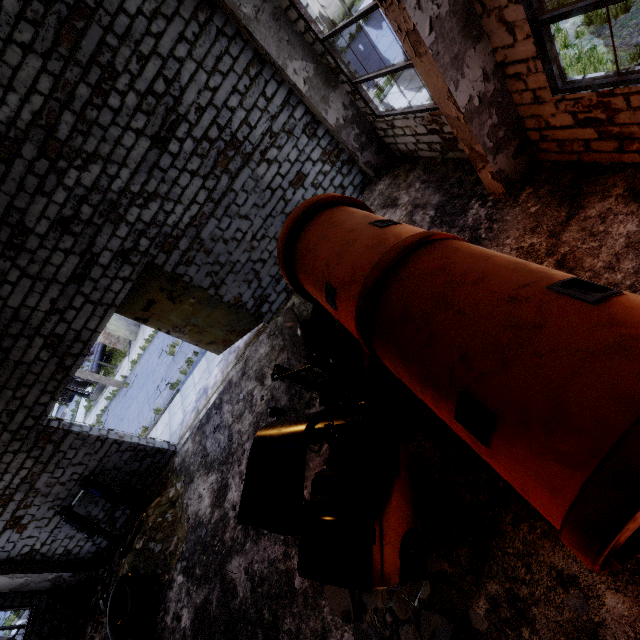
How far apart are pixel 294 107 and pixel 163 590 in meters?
12.8 m

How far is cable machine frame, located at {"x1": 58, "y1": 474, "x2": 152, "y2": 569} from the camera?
9.7 meters

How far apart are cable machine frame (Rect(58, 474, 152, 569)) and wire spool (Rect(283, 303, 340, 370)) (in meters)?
7.16

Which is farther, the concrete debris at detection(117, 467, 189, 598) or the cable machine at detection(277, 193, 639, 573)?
the concrete debris at detection(117, 467, 189, 598)

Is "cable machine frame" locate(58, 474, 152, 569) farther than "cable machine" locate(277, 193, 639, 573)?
Yes

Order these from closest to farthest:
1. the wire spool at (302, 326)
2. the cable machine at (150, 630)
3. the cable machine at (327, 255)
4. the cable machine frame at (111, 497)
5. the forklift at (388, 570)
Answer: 1. the cable machine at (327, 255)
2. the forklift at (388, 570)
3. the wire spool at (302, 326)
4. the cable machine at (150, 630)
5. the cable machine frame at (111, 497)

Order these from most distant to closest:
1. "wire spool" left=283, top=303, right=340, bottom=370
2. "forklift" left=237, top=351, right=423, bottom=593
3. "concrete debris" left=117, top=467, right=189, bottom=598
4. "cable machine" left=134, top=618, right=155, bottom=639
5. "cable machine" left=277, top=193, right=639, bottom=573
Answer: "concrete debris" left=117, top=467, right=189, bottom=598 < "cable machine" left=134, top=618, right=155, bottom=639 < "wire spool" left=283, top=303, right=340, bottom=370 < "forklift" left=237, top=351, right=423, bottom=593 < "cable machine" left=277, top=193, right=639, bottom=573

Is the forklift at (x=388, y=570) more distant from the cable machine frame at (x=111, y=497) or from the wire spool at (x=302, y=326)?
the cable machine frame at (x=111, y=497)
